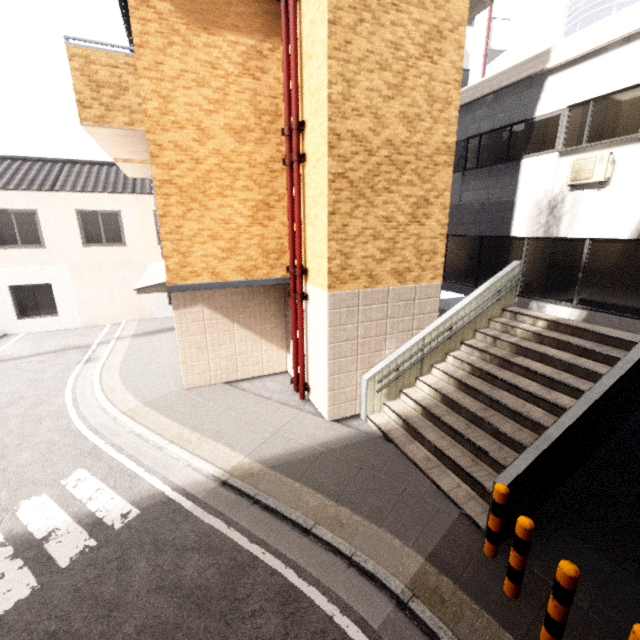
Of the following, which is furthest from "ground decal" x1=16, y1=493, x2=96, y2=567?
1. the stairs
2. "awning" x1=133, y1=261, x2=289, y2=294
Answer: the stairs

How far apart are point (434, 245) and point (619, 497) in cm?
560

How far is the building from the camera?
16.4 meters

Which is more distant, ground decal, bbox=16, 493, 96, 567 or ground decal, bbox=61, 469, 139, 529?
ground decal, bbox=61, 469, 139, 529

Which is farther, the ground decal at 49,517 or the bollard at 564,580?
the ground decal at 49,517

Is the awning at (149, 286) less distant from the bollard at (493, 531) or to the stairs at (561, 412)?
the stairs at (561, 412)

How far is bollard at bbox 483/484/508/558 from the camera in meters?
4.0

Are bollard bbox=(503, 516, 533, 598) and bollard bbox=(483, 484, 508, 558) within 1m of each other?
yes
